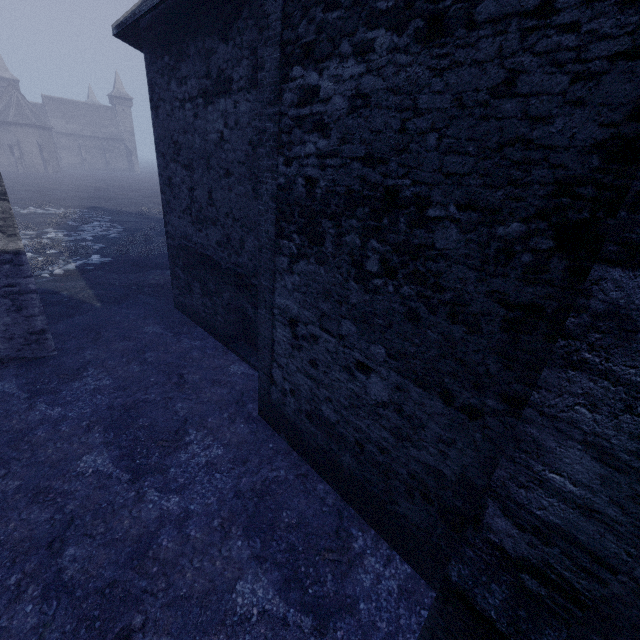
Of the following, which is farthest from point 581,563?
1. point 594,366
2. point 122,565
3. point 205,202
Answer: point 205,202

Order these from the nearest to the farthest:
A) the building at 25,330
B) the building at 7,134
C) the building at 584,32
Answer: → the building at 584,32, the building at 25,330, the building at 7,134

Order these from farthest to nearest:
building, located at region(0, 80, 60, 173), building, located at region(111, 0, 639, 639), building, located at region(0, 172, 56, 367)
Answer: building, located at region(0, 80, 60, 173), building, located at region(0, 172, 56, 367), building, located at region(111, 0, 639, 639)

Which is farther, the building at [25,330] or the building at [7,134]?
the building at [7,134]

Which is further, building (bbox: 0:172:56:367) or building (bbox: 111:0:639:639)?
building (bbox: 0:172:56:367)

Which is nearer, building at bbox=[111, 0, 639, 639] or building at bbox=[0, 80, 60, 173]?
building at bbox=[111, 0, 639, 639]
